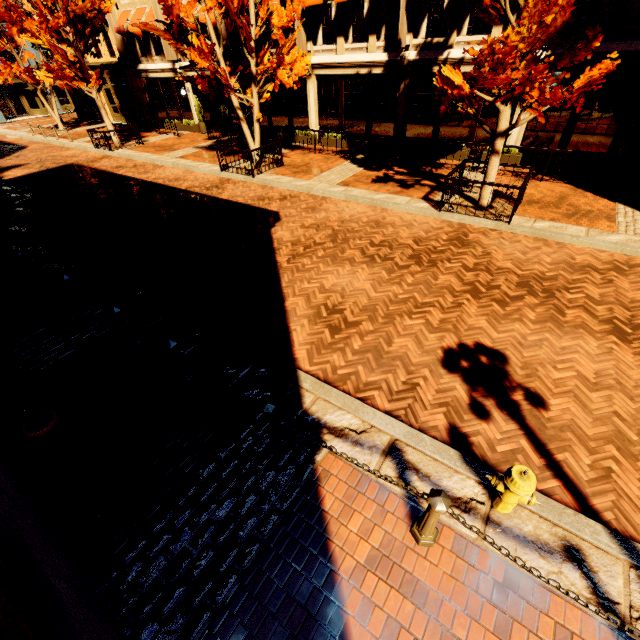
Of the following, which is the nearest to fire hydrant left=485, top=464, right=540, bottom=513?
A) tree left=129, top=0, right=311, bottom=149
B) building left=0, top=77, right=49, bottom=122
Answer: tree left=129, top=0, right=311, bottom=149

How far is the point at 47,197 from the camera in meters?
13.3

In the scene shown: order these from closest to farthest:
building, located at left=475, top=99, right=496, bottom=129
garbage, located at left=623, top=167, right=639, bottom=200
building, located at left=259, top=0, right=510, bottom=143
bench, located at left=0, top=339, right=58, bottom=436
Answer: bench, located at left=0, top=339, right=58, bottom=436 → garbage, located at left=623, top=167, right=639, bottom=200 → building, located at left=259, top=0, right=510, bottom=143 → building, located at left=475, top=99, right=496, bottom=129

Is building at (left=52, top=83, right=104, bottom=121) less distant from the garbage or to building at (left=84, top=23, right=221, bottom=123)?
building at (left=84, top=23, right=221, bottom=123)

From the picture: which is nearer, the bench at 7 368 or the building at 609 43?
the bench at 7 368

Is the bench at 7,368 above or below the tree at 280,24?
below

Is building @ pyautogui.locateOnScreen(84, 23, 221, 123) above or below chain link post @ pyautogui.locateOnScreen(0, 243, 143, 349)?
above

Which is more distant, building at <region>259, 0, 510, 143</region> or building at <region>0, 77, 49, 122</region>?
building at <region>0, 77, 49, 122</region>
